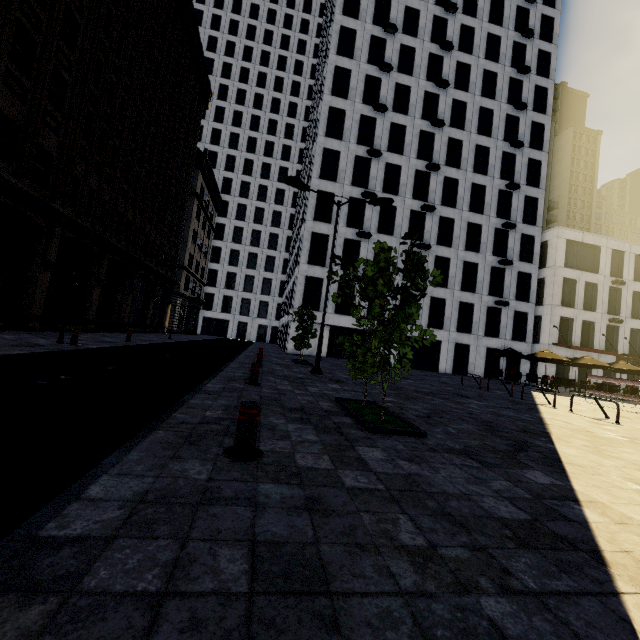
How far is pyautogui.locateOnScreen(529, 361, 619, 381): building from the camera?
31.74m

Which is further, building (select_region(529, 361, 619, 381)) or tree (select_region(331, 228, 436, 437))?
building (select_region(529, 361, 619, 381))

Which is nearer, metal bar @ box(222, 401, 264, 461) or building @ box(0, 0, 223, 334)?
metal bar @ box(222, 401, 264, 461)

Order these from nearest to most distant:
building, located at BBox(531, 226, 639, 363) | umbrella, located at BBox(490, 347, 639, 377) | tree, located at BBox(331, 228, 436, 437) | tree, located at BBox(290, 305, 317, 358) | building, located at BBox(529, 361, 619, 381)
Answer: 1. tree, located at BBox(331, 228, 436, 437)
2. tree, located at BBox(290, 305, 317, 358)
3. umbrella, located at BBox(490, 347, 639, 377)
4. building, located at BBox(529, 361, 619, 381)
5. building, located at BBox(531, 226, 639, 363)

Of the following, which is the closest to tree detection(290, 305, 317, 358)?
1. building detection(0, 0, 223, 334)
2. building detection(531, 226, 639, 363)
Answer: building detection(0, 0, 223, 334)

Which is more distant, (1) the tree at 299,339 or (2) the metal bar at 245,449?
(1) the tree at 299,339

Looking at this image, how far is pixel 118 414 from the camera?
4.47m

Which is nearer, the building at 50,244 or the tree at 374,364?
the tree at 374,364
